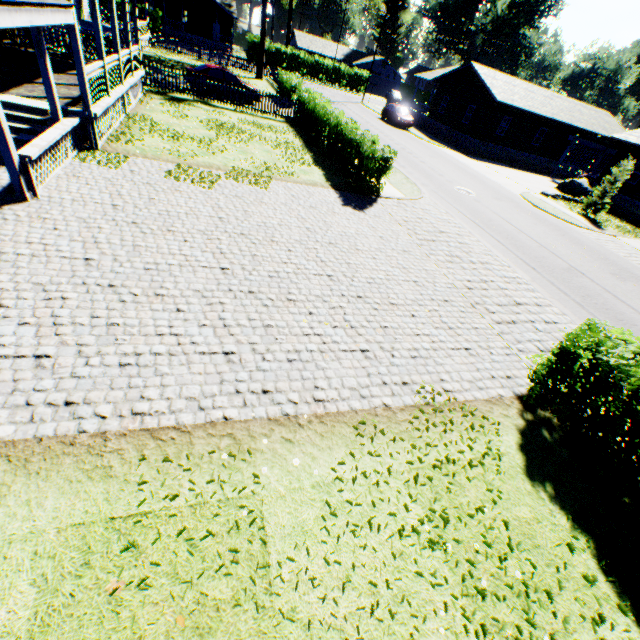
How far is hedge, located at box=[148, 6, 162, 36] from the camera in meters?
43.4

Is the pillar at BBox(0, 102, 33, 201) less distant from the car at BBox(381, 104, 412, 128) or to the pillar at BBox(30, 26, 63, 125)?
the pillar at BBox(30, 26, 63, 125)

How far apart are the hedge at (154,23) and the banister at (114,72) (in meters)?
46.03

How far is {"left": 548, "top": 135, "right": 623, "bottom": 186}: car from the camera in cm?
2748

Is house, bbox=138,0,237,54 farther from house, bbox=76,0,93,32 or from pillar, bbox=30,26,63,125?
pillar, bbox=30,26,63,125

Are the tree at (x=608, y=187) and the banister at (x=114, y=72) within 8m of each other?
no

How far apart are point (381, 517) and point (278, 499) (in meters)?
1.29

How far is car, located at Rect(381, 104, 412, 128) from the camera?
32.34m
